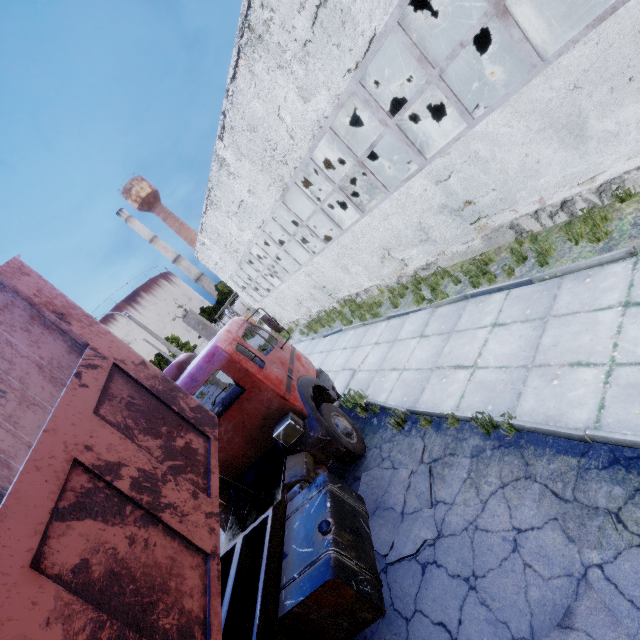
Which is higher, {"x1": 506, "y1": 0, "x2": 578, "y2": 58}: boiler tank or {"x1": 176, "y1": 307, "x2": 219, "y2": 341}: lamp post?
{"x1": 176, "y1": 307, "x2": 219, "y2": 341}: lamp post

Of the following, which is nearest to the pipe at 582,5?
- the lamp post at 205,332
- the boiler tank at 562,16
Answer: the boiler tank at 562,16

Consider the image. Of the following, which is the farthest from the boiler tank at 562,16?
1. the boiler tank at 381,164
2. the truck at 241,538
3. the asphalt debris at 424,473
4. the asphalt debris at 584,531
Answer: the asphalt debris at 584,531

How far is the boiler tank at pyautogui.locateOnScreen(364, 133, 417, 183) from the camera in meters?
18.6 m

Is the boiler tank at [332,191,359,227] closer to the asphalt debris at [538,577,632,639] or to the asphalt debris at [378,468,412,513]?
the asphalt debris at [378,468,412,513]

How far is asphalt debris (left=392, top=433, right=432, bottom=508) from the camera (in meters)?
4.70

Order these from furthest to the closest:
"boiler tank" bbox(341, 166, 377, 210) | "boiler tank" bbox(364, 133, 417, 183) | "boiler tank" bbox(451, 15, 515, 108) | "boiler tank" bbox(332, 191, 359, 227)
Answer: "boiler tank" bbox(332, 191, 359, 227) < "boiler tank" bbox(364, 133, 417, 183) < "boiler tank" bbox(341, 166, 377, 210) < "boiler tank" bbox(451, 15, 515, 108)

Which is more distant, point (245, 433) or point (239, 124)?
point (239, 124)
